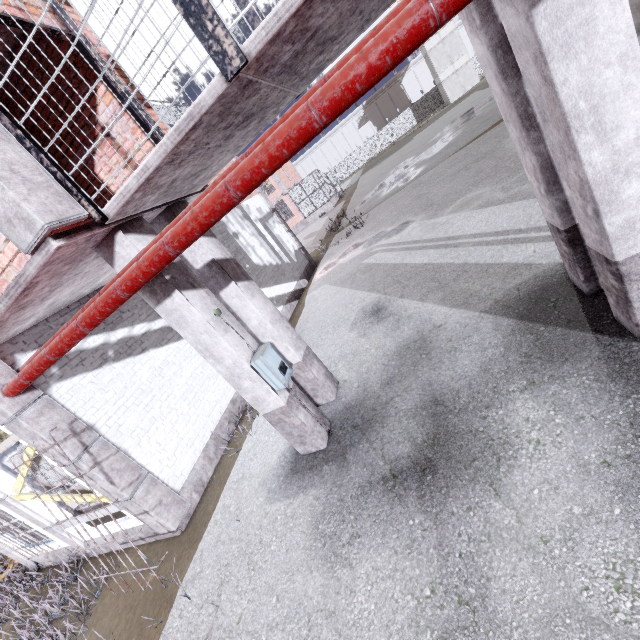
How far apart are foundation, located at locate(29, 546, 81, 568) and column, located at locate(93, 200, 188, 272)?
5.67m

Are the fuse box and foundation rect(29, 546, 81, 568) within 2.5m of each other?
no

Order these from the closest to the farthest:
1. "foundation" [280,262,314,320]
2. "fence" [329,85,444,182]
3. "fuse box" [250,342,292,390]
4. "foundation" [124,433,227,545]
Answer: "fuse box" [250,342,292,390]
"foundation" [124,433,227,545]
"foundation" [280,262,314,320]
"fence" [329,85,444,182]

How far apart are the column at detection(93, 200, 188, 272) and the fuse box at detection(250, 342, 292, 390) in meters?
0.0 m

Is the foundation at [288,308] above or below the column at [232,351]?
below

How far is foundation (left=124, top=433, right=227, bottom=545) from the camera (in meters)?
5.59

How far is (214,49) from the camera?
2.3 meters

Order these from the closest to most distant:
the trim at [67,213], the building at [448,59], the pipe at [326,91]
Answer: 1. the pipe at [326,91]
2. the trim at [67,213]
3. the building at [448,59]
